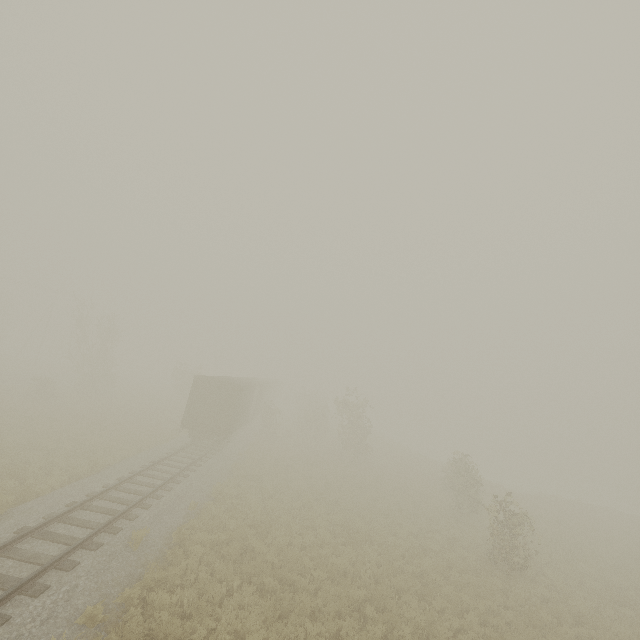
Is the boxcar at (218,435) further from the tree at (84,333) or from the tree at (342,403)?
the tree at (84,333)

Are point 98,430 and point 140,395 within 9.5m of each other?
no

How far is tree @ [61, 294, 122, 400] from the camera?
34.2 meters

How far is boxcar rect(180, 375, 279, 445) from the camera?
22.5 meters

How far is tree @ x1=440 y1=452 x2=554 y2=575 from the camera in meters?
14.5

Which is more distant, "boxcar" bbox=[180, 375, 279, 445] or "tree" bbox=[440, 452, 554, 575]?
"boxcar" bbox=[180, 375, 279, 445]

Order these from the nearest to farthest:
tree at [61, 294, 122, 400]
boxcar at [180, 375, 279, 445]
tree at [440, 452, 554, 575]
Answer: tree at [440, 452, 554, 575] → boxcar at [180, 375, 279, 445] → tree at [61, 294, 122, 400]
